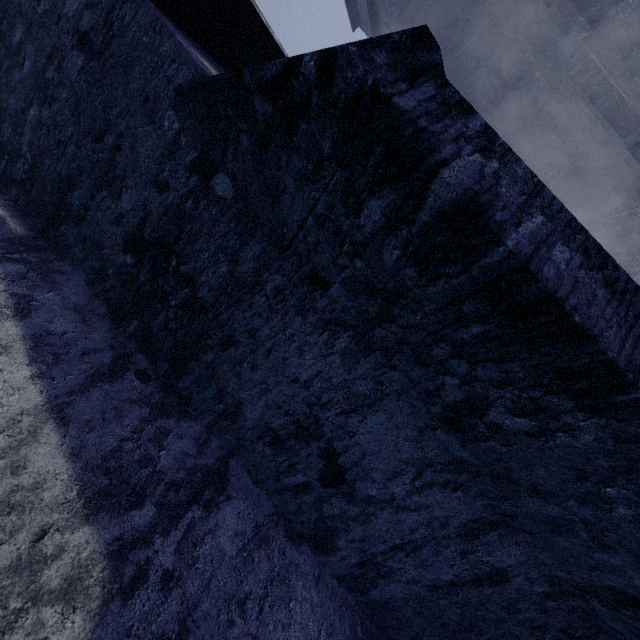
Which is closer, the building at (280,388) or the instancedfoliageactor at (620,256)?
the building at (280,388)

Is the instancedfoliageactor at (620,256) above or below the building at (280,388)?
below

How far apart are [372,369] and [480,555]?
1.94m

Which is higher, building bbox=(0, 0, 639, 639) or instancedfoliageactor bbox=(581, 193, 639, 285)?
building bbox=(0, 0, 639, 639)

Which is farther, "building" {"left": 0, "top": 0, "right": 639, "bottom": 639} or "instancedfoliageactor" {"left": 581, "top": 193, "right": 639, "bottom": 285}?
"instancedfoliageactor" {"left": 581, "top": 193, "right": 639, "bottom": 285}
